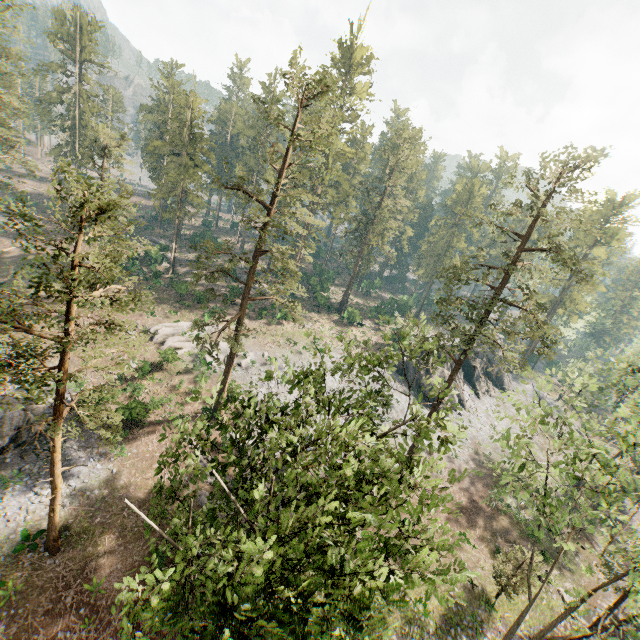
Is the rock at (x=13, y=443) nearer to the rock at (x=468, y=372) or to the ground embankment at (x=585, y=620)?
the rock at (x=468, y=372)

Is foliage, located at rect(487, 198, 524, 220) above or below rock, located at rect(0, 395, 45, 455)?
above

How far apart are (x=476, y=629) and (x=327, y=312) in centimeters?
4266cm

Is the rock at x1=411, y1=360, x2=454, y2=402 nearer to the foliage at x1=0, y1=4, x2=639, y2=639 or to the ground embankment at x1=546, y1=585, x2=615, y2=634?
the foliage at x1=0, y1=4, x2=639, y2=639

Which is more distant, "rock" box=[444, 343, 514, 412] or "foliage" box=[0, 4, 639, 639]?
"rock" box=[444, 343, 514, 412]

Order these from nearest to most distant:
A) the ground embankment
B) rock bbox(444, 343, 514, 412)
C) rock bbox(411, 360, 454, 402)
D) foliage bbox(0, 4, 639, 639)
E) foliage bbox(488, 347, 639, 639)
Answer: foliage bbox(0, 4, 639, 639) → foliage bbox(488, 347, 639, 639) → the ground embankment → rock bbox(411, 360, 454, 402) → rock bbox(444, 343, 514, 412)

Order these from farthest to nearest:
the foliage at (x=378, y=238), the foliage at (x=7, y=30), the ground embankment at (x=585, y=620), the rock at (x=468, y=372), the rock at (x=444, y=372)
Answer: the rock at (x=468, y=372)
the rock at (x=444, y=372)
the foliage at (x=7, y=30)
the ground embankment at (x=585, y=620)
the foliage at (x=378, y=238)

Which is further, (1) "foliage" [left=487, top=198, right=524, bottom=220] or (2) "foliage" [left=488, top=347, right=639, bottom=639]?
(1) "foliage" [left=487, top=198, right=524, bottom=220]
